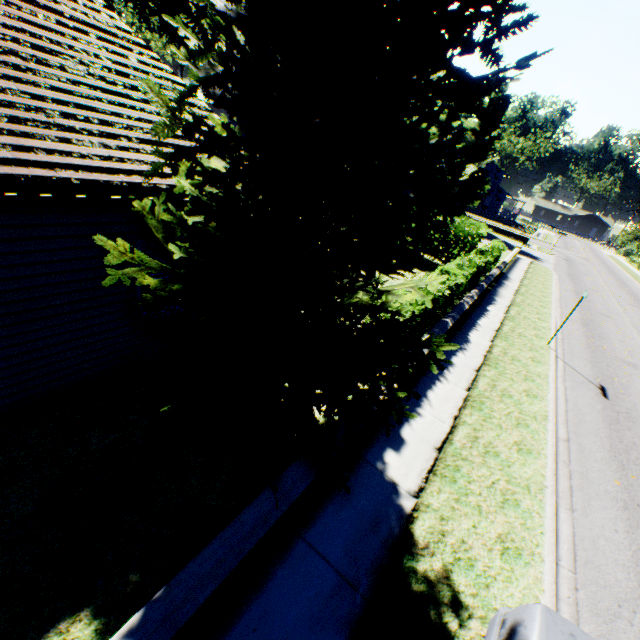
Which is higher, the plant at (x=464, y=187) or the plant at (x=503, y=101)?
the plant at (x=503, y=101)

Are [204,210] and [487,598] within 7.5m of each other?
yes

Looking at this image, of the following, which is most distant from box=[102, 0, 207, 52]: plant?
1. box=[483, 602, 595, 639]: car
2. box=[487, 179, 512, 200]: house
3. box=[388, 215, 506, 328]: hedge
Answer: box=[483, 602, 595, 639]: car

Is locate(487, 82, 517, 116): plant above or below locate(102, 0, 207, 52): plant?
above

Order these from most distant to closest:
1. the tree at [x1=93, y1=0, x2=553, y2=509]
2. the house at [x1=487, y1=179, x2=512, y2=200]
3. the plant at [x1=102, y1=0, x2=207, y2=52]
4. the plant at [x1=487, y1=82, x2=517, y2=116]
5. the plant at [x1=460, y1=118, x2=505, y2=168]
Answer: the house at [x1=487, y1=179, x2=512, y2=200], the plant at [x1=460, y1=118, x2=505, y2=168], the plant at [x1=487, y1=82, x2=517, y2=116], the plant at [x1=102, y1=0, x2=207, y2=52], the tree at [x1=93, y1=0, x2=553, y2=509]

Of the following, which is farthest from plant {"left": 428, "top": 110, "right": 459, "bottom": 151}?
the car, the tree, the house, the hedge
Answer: the car

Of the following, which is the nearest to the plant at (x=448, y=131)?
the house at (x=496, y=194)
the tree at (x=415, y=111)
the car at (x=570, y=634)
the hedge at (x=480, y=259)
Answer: the house at (x=496, y=194)

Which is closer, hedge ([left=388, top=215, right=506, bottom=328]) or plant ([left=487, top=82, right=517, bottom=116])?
hedge ([left=388, top=215, right=506, bottom=328])
